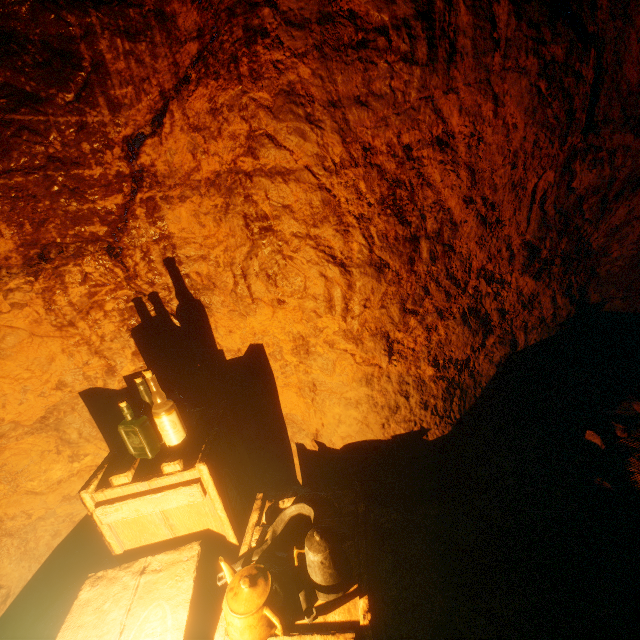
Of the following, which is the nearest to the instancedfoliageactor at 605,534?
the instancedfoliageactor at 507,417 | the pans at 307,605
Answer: the instancedfoliageactor at 507,417

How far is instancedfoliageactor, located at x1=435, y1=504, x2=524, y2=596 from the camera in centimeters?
167cm

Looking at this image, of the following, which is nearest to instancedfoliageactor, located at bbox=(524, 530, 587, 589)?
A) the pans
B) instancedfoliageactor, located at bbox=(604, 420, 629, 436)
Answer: the pans

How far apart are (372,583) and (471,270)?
2.1 meters

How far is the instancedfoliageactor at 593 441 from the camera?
2.4m

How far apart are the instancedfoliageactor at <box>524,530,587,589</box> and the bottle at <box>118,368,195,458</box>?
1.57m

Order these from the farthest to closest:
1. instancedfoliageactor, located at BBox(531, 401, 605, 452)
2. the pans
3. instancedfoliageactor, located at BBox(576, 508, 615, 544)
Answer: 1. instancedfoliageactor, located at BBox(531, 401, 605, 452)
2. instancedfoliageactor, located at BBox(576, 508, 615, 544)
3. the pans

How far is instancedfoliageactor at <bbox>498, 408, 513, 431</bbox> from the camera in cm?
274
